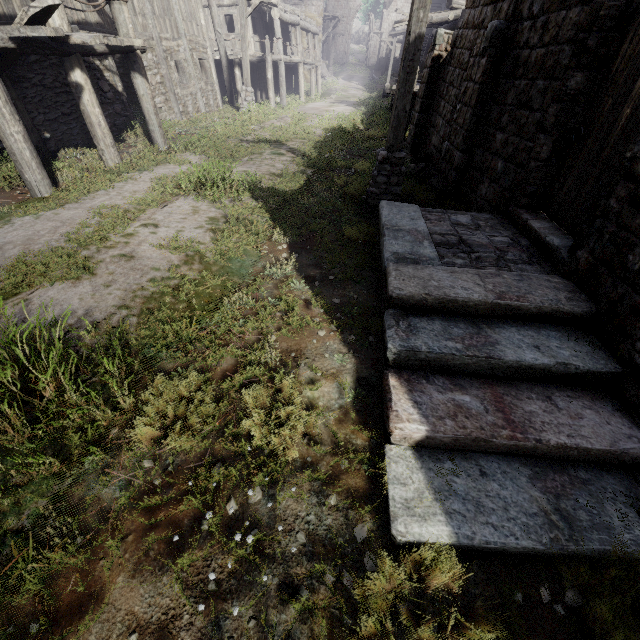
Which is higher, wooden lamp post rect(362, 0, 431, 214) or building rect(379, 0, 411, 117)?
building rect(379, 0, 411, 117)

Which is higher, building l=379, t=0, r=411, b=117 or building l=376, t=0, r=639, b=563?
building l=379, t=0, r=411, b=117

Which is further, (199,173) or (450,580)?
(199,173)

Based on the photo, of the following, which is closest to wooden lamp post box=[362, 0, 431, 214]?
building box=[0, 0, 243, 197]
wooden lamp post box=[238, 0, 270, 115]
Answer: building box=[0, 0, 243, 197]

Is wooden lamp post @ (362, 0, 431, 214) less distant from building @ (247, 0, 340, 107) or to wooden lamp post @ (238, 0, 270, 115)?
building @ (247, 0, 340, 107)

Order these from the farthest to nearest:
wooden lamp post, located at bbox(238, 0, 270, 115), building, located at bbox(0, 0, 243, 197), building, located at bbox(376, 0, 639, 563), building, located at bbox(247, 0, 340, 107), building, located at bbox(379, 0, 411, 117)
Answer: building, located at bbox(247, 0, 340, 107) → building, located at bbox(379, 0, 411, 117) → wooden lamp post, located at bbox(238, 0, 270, 115) → building, located at bbox(0, 0, 243, 197) → building, located at bbox(376, 0, 639, 563)

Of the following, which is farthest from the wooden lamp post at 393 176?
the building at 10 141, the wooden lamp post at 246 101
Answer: the wooden lamp post at 246 101

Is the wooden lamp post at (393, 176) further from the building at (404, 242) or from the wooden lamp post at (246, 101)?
the wooden lamp post at (246, 101)
